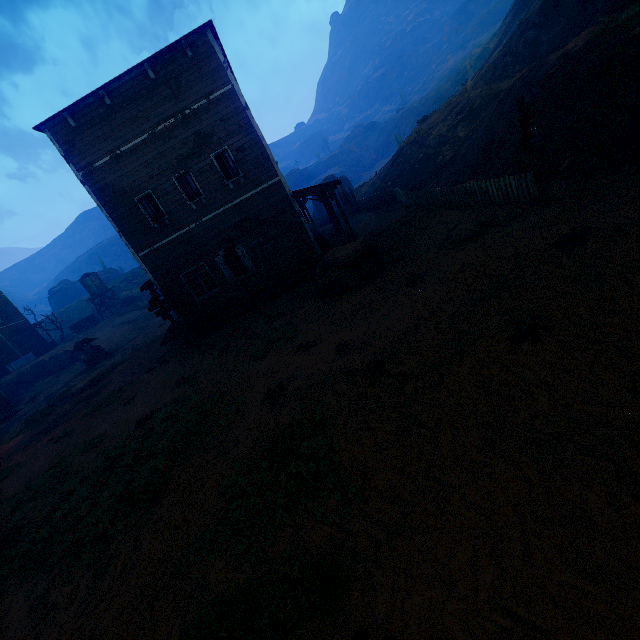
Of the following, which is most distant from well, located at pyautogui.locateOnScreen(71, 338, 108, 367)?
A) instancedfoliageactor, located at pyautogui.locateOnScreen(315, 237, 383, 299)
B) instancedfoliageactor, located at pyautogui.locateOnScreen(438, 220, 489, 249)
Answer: instancedfoliageactor, located at pyautogui.locateOnScreen(438, 220, 489, 249)

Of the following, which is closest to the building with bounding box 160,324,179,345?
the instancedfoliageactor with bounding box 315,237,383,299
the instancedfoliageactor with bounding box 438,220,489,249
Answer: the instancedfoliageactor with bounding box 315,237,383,299

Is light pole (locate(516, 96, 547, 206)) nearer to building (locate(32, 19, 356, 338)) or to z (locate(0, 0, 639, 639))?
z (locate(0, 0, 639, 639))

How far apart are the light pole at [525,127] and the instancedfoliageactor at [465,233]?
1.5 meters

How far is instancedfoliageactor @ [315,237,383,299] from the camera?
11.84m

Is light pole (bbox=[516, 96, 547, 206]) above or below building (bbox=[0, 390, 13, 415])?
above

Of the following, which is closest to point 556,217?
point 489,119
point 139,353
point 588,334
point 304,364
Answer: point 588,334

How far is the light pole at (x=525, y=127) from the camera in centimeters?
783cm
